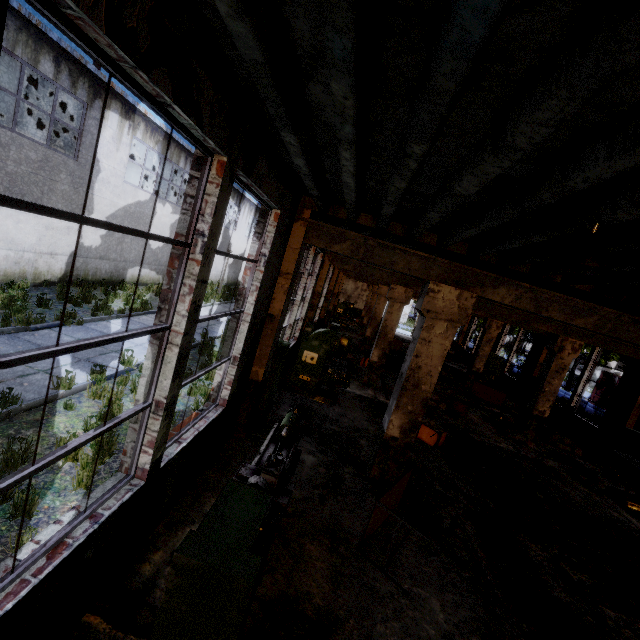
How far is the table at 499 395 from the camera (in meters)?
15.19

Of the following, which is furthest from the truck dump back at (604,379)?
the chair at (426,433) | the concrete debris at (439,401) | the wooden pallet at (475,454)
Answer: the chair at (426,433)

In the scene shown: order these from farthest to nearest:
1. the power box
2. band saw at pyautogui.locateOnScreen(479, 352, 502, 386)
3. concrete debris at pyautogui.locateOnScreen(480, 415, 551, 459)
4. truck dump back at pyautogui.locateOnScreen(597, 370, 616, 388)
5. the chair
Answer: truck dump back at pyautogui.locateOnScreen(597, 370, 616, 388) < band saw at pyautogui.locateOnScreen(479, 352, 502, 386) < concrete debris at pyautogui.locateOnScreen(480, 415, 551, 459) < the chair < the power box

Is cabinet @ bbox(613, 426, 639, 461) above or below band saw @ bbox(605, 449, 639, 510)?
above

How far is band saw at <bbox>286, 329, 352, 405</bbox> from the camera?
9.09m

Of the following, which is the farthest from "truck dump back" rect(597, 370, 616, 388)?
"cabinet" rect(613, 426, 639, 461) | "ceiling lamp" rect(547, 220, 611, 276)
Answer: "ceiling lamp" rect(547, 220, 611, 276)

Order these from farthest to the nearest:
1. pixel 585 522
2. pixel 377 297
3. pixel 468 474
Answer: pixel 377 297, pixel 468 474, pixel 585 522

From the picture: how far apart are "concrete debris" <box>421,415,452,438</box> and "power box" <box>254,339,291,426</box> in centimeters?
458cm
